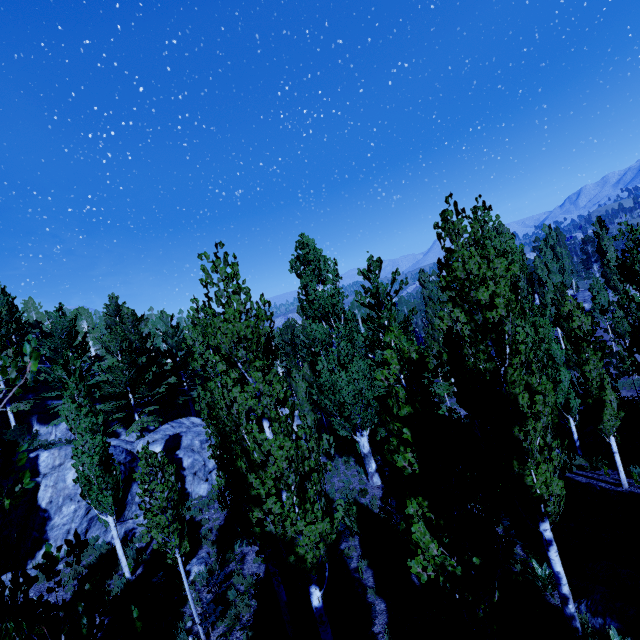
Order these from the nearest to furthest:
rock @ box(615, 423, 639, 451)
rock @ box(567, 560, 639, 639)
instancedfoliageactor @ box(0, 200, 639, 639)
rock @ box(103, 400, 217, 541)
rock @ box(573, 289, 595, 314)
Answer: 1. instancedfoliageactor @ box(0, 200, 639, 639)
2. rock @ box(567, 560, 639, 639)
3. rock @ box(615, 423, 639, 451)
4. rock @ box(103, 400, 217, 541)
5. rock @ box(573, 289, 595, 314)

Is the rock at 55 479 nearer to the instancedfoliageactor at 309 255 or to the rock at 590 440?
the instancedfoliageactor at 309 255

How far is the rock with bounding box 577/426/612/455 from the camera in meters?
16.1

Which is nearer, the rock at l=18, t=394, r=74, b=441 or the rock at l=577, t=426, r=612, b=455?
the rock at l=577, t=426, r=612, b=455

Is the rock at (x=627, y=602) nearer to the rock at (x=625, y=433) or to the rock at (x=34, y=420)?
the rock at (x=625, y=433)

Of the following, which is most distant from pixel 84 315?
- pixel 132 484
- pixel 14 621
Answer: pixel 14 621

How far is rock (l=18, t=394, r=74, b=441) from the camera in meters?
25.4 m

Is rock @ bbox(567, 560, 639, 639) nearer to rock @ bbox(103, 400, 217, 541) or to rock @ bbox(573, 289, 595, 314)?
rock @ bbox(103, 400, 217, 541)
